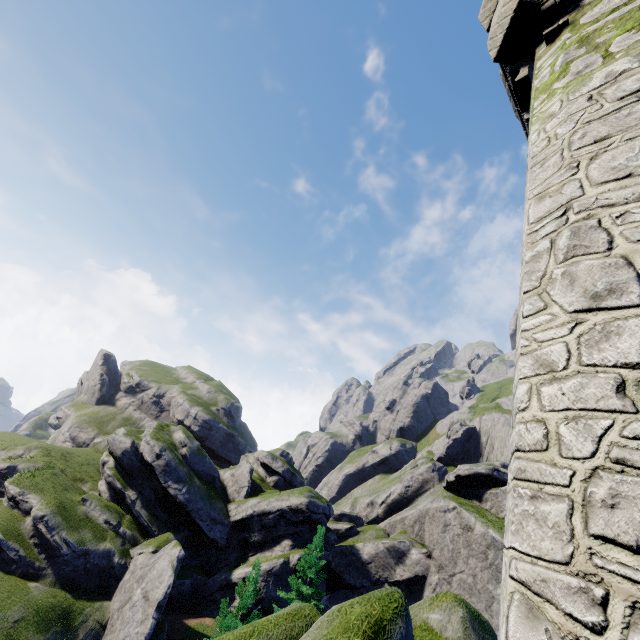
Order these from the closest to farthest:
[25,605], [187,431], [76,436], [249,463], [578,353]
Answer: [578,353]
[25,605]
[187,431]
[249,463]
[76,436]

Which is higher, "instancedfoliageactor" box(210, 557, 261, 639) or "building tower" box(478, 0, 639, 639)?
"building tower" box(478, 0, 639, 639)

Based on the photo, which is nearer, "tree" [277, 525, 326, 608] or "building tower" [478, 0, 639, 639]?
"building tower" [478, 0, 639, 639]

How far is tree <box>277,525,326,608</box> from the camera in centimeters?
2755cm

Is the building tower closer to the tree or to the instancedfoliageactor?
the instancedfoliageactor

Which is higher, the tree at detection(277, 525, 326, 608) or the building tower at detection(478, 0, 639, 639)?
the building tower at detection(478, 0, 639, 639)

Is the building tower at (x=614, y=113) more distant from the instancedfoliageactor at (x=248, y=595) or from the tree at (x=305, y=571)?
the tree at (x=305, y=571)
